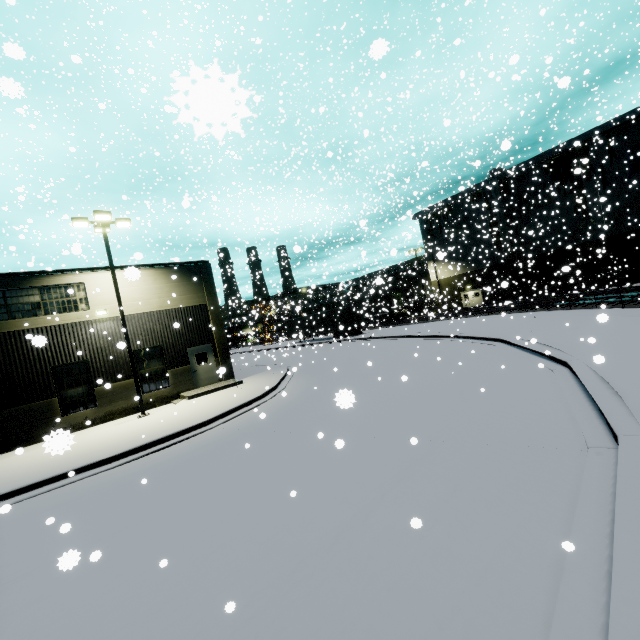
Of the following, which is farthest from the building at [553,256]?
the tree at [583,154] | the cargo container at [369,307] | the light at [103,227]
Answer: the light at [103,227]

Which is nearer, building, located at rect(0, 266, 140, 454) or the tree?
building, located at rect(0, 266, 140, 454)

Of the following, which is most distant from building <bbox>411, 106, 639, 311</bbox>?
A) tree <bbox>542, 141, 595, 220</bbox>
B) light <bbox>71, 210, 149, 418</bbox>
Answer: light <bbox>71, 210, 149, 418</bbox>

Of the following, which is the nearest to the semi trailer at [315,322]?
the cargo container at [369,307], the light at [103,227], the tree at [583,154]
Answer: the cargo container at [369,307]

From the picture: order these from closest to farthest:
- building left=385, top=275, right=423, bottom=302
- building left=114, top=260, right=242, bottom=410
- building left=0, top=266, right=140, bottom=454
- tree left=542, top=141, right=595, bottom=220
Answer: building left=0, top=266, right=140, bottom=454 → building left=114, top=260, right=242, bottom=410 → tree left=542, top=141, right=595, bottom=220 → building left=385, top=275, right=423, bottom=302

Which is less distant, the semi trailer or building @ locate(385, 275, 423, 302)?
the semi trailer

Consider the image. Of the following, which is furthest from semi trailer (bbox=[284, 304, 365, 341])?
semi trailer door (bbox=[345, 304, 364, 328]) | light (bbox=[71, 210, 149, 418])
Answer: light (bbox=[71, 210, 149, 418])

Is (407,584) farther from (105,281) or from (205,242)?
(205,242)
